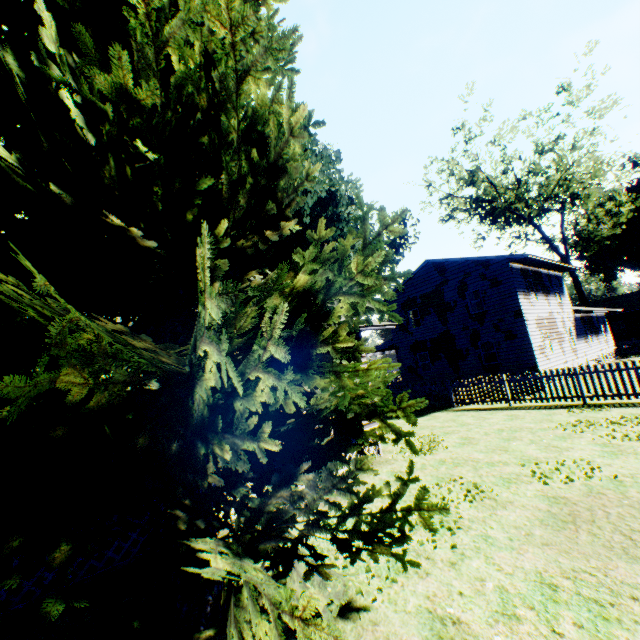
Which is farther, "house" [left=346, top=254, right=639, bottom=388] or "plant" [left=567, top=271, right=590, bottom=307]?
"plant" [left=567, top=271, right=590, bottom=307]

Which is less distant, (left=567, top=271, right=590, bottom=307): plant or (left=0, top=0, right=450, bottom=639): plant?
(left=0, top=0, right=450, bottom=639): plant

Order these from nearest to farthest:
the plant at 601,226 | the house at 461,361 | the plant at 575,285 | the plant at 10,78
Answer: the plant at 10,78, the house at 461,361, the plant at 601,226, the plant at 575,285

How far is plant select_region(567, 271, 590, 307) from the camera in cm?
3594

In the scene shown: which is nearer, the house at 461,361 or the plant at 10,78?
the plant at 10,78

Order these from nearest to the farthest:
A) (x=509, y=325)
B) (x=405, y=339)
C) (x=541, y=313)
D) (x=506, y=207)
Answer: (x=509, y=325) < (x=541, y=313) < (x=405, y=339) < (x=506, y=207)

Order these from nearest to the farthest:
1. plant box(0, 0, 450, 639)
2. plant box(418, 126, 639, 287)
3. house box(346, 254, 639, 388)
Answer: plant box(0, 0, 450, 639), house box(346, 254, 639, 388), plant box(418, 126, 639, 287)
